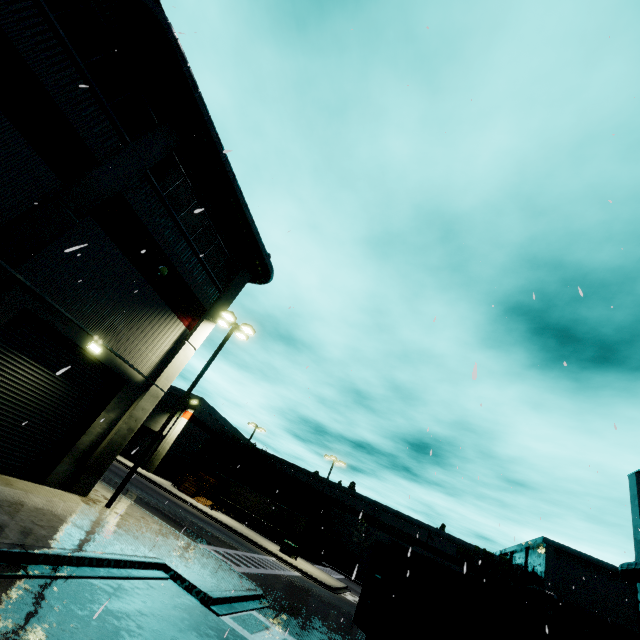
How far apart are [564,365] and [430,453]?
3.17m

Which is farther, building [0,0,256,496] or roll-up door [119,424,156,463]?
roll-up door [119,424,156,463]

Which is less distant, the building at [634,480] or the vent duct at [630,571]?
the vent duct at [630,571]

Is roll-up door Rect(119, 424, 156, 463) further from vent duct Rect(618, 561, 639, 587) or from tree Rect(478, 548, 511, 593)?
tree Rect(478, 548, 511, 593)

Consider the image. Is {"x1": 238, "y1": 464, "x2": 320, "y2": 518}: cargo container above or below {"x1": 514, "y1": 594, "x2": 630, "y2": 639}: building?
below

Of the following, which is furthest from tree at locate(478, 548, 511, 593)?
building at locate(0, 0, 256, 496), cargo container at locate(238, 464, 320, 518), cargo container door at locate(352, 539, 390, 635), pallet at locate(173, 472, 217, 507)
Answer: cargo container door at locate(352, 539, 390, 635)

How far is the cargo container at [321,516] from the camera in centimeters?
4116cm

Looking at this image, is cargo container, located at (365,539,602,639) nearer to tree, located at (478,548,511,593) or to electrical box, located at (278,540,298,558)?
electrical box, located at (278,540,298,558)
